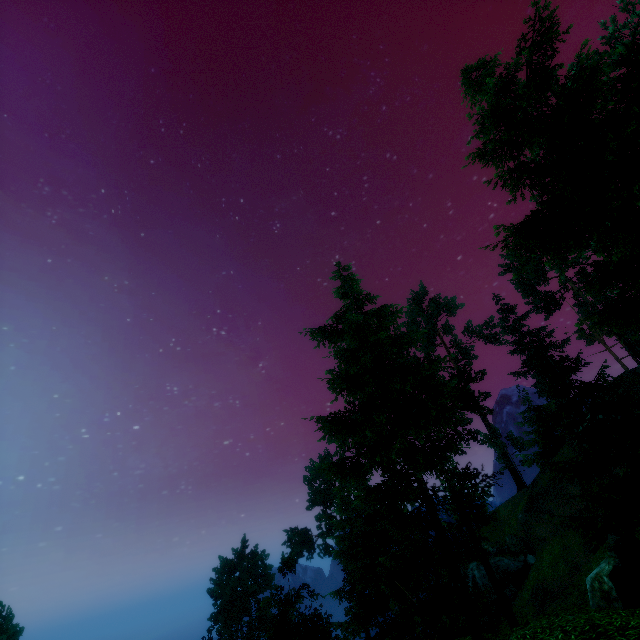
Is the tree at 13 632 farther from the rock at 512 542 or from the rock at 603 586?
the rock at 603 586

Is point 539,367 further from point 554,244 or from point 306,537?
point 554,244

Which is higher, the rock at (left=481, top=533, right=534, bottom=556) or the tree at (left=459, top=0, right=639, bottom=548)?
the tree at (left=459, top=0, right=639, bottom=548)

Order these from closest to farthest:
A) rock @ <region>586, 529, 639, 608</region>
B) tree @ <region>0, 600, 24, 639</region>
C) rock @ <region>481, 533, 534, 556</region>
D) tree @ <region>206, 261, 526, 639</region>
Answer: rock @ <region>586, 529, 639, 608</region>, tree @ <region>206, 261, 526, 639</region>, rock @ <region>481, 533, 534, 556</region>, tree @ <region>0, 600, 24, 639</region>

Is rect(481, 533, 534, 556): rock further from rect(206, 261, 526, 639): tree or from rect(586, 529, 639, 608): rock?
rect(586, 529, 639, 608): rock

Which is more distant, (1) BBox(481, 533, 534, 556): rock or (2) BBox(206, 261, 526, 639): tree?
(1) BBox(481, 533, 534, 556): rock

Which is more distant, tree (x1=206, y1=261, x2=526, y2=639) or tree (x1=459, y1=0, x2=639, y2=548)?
tree (x1=206, y1=261, x2=526, y2=639)

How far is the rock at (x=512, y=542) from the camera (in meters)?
31.84
